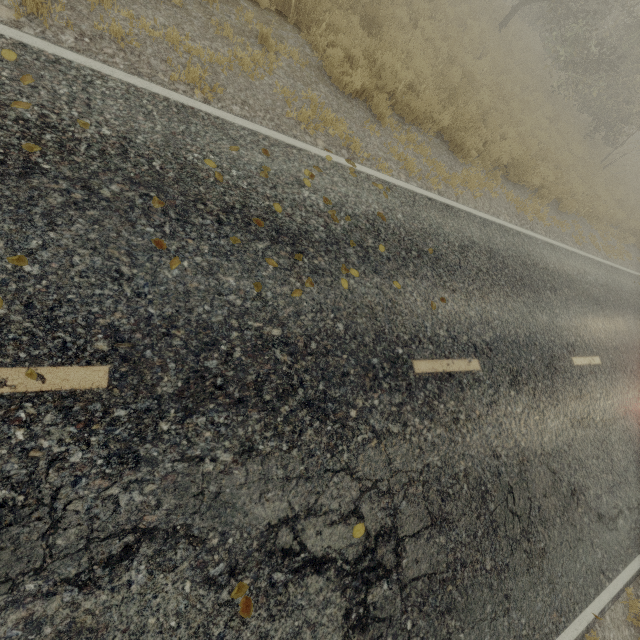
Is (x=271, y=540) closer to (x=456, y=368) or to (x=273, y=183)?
(x=456, y=368)
